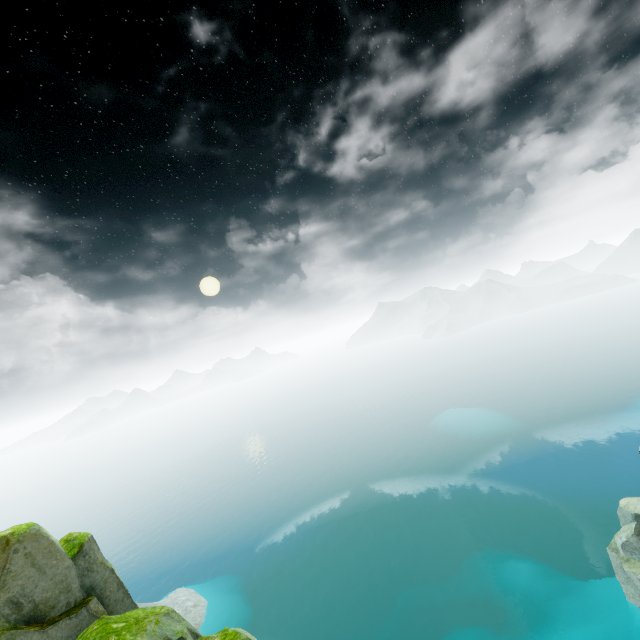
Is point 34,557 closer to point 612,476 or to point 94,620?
point 94,620

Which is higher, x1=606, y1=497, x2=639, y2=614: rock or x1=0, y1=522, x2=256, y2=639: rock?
x1=0, y1=522, x2=256, y2=639: rock

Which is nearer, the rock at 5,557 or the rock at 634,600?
the rock at 5,557

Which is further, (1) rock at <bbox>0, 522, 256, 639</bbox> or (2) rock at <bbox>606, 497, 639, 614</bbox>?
(2) rock at <bbox>606, 497, 639, 614</bbox>

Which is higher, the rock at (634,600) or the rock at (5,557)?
the rock at (5,557)
